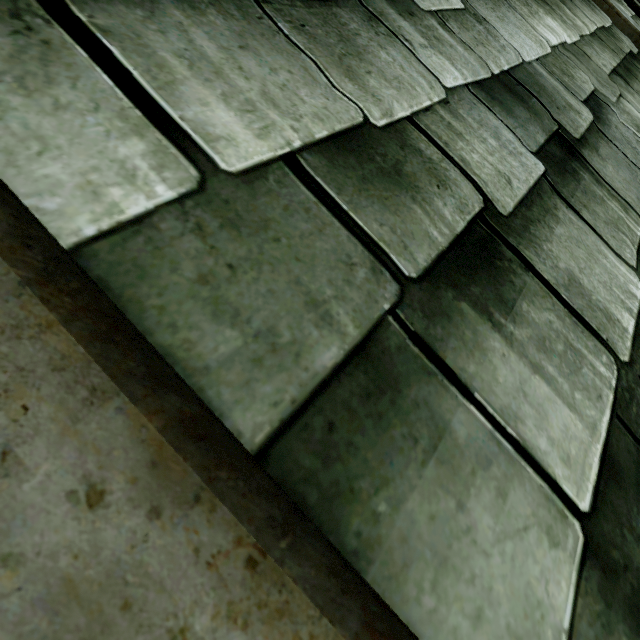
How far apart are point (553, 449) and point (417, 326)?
0.5m
